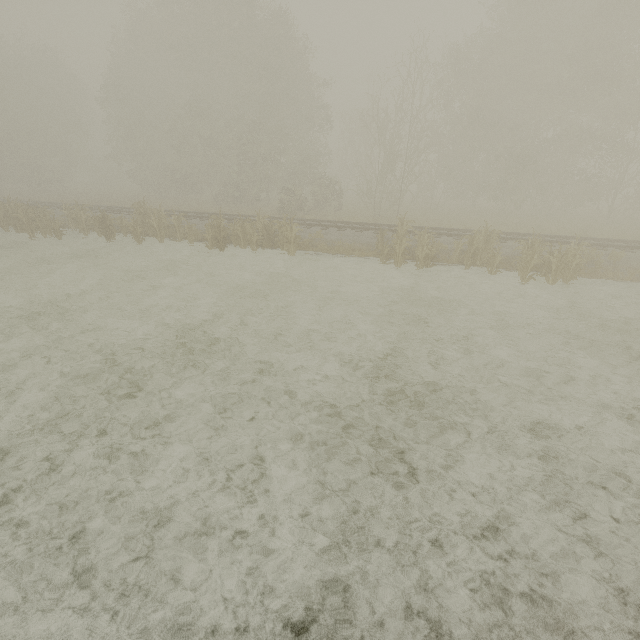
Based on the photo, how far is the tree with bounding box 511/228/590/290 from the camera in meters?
11.5 m

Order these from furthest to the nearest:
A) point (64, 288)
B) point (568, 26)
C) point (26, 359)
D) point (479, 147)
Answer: point (479, 147)
point (568, 26)
point (64, 288)
point (26, 359)

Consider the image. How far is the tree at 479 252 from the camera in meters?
12.8

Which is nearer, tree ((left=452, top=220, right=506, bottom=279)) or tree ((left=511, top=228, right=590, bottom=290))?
tree ((left=511, top=228, right=590, bottom=290))
